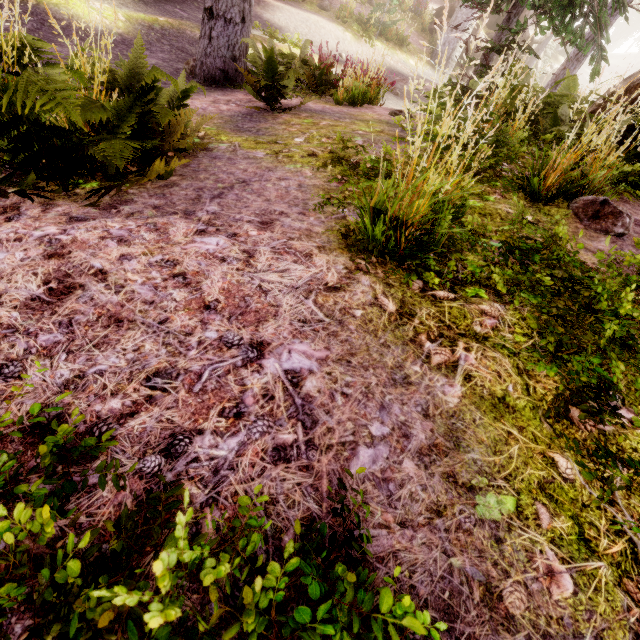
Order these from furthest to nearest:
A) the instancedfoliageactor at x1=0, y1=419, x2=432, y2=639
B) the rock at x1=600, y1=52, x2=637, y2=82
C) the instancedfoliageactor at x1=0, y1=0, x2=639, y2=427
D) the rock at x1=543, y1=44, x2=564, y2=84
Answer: the rock at x1=600, y1=52, x2=637, y2=82 → the rock at x1=543, y1=44, x2=564, y2=84 → the instancedfoliageactor at x1=0, y1=0, x2=639, y2=427 → the instancedfoliageactor at x1=0, y1=419, x2=432, y2=639

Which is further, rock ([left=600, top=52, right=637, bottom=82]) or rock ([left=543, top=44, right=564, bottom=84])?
rock ([left=600, top=52, right=637, bottom=82])

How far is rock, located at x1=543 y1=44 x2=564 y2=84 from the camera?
27.2m

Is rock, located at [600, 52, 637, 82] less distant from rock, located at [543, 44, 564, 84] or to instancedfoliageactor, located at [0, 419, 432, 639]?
instancedfoliageactor, located at [0, 419, 432, 639]

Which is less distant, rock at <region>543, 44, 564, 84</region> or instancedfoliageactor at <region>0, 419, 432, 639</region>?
instancedfoliageactor at <region>0, 419, 432, 639</region>

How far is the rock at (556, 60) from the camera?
27.23m

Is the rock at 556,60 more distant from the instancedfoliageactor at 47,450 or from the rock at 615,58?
the rock at 615,58

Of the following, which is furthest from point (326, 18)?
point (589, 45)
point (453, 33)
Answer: point (589, 45)
